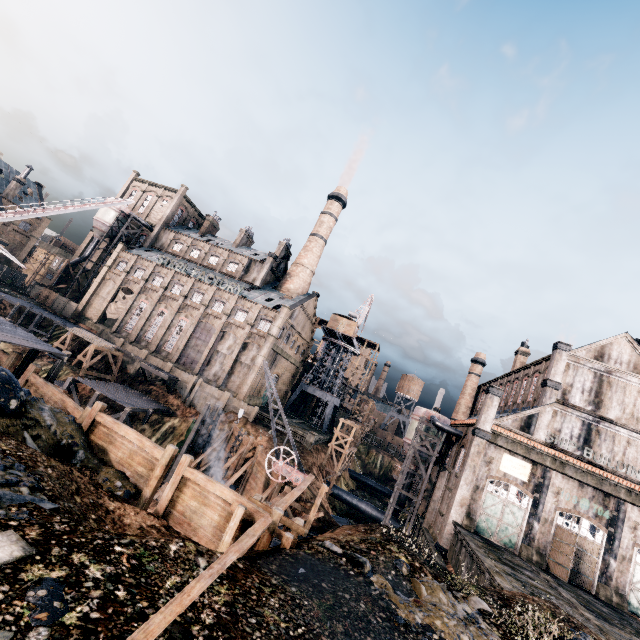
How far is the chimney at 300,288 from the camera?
58.3m

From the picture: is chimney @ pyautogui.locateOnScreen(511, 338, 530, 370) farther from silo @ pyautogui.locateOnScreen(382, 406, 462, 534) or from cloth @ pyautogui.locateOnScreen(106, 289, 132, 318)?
cloth @ pyautogui.locateOnScreen(106, 289, 132, 318)

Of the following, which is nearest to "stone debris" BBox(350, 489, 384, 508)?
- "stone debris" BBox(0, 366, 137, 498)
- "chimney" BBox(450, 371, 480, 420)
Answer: "chimney" BBox(450, 371, 480, 420)

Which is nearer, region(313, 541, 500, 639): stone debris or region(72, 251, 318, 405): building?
region(313, 541, 500, 639): stone debris

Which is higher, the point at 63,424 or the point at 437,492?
the point at 437,492

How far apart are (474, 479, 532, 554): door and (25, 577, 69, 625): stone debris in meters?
33.6

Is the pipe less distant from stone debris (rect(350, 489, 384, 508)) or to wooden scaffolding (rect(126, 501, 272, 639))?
stone debris (rect(350, 489, 384, 508))

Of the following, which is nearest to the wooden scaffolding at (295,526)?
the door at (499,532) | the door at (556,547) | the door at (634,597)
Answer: the door at (499,532)
